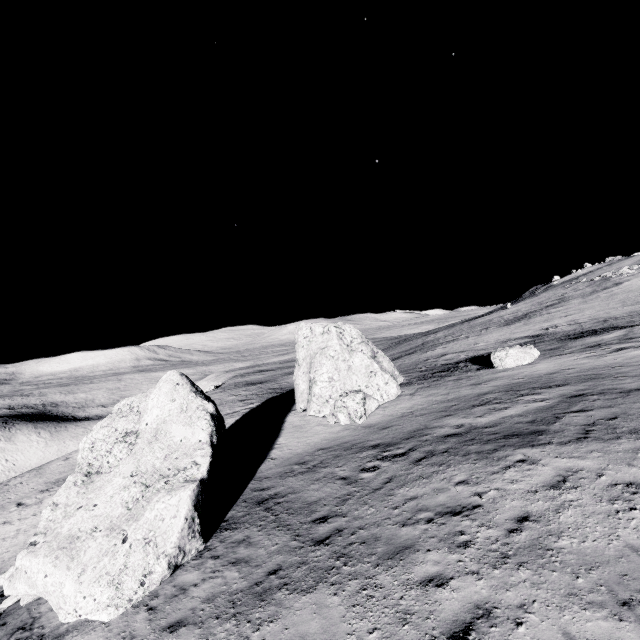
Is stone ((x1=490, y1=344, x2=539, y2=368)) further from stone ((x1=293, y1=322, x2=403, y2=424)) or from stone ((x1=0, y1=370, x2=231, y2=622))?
stone ((x1=0, y1=370, x2=231, y2=622))

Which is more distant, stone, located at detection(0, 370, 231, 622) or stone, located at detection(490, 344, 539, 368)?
stone, located at detection(490, 344, 539, 368)

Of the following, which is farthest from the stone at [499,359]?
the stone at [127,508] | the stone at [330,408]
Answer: the stone at [127,508]

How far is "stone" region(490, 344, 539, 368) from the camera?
19.15m

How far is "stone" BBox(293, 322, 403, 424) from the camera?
17.69m

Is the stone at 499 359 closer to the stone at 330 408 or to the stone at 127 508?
the stone at 330 408

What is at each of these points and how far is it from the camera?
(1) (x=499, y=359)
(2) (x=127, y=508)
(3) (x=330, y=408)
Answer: (1) stone, 19.75m
(2) stone, 10.14m
(3) stone, 18.61m
